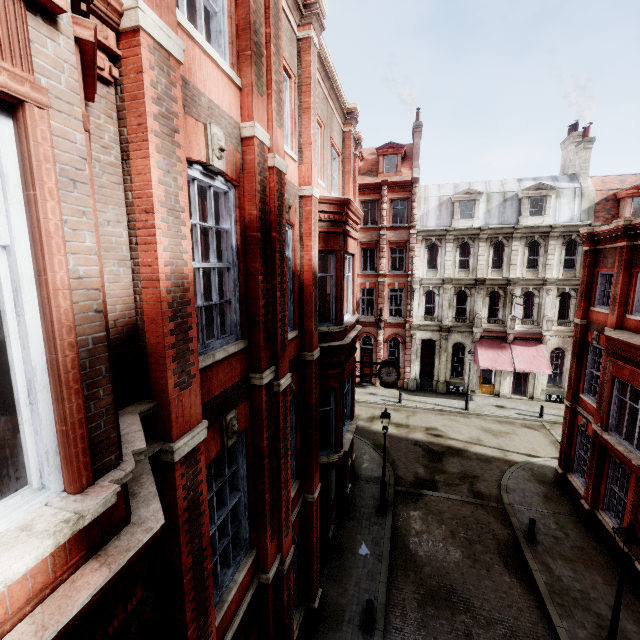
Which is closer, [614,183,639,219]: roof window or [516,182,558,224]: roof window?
[614,183,639,219]: roof window

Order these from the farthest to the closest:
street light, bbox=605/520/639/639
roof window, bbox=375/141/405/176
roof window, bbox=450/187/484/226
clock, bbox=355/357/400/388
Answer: roof window, bbox=375/141/405/176
roof window, bbox=450/187/484/226
clock, bbox=355/357/400/388
street light, bbox=605/520/639/639

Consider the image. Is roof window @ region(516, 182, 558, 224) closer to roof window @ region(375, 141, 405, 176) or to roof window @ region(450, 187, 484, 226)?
roof window @ region(450, 187, 484, 226)

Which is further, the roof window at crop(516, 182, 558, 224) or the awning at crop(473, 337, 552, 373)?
the roof window at crop(516, 182, 558, 224)

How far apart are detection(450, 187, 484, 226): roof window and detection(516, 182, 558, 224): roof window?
2.57m

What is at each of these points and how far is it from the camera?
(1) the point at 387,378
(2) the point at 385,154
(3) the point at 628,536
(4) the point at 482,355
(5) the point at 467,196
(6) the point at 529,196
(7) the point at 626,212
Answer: (1) clock, 15.4 meters
(2) roof window, 28.4 meters
(3) street light, 7.2 meters
(4) awning, 25.6 meters
(5) roof window, 26.3 meters
(6) roof window, 25.3 meters
(7) roof window, 23.7 meters

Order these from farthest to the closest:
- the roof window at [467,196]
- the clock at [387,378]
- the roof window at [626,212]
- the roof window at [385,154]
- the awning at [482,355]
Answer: the roof window at [385,154]
the roof window at [467,196]
the awning at [482,355]
the roof window at [626,212]
the clock at [387,378]

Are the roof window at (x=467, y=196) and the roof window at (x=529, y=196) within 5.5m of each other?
yes
